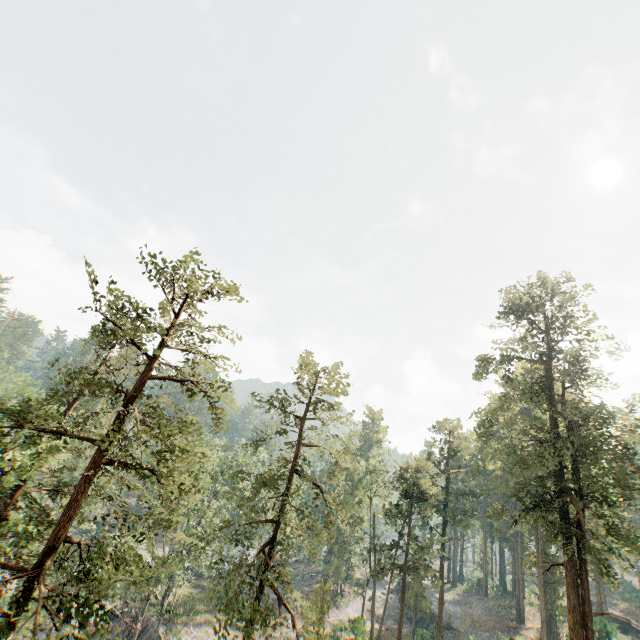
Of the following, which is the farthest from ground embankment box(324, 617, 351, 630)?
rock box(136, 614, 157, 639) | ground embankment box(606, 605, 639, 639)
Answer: ground embankment box(606, 605, 639, 639)

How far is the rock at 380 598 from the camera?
51.2m

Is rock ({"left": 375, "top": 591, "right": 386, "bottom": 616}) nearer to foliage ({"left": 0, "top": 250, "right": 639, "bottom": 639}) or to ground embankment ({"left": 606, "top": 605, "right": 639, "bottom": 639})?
foliage ({"left": 0, "top": 250, "right": 639, "bottom": 639})

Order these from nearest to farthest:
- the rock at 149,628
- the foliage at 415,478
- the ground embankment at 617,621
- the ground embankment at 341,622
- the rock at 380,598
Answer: the foliage at 415,478
the rock at 149,628
the ground embankment at 341,622
the ground embankment at 617,621
the rock at 380,598

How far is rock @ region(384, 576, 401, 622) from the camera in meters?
49.3 m

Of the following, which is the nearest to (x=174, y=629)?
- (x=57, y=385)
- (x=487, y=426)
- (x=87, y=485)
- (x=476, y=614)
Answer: (x=87, y=485)

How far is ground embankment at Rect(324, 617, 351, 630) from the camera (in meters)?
36.49

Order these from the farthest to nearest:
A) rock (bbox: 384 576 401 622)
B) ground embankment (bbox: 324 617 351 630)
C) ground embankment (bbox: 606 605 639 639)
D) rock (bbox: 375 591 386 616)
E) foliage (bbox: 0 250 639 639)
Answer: rock (bbox: 375 591 386 616) < rock (bbox: 384 576 401 622) < ground embankment (bbox: 606 605 639 639) < ground embankment (bbox: 324 617 351 630) < foliage (bbox: 0 250 639 639)
